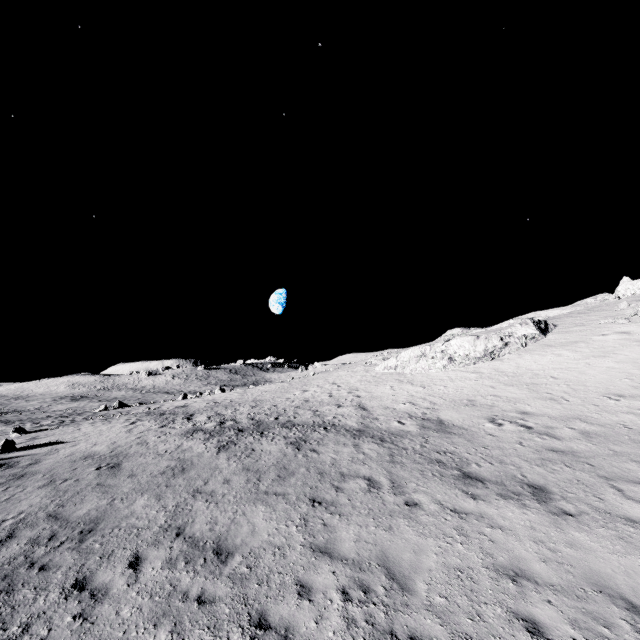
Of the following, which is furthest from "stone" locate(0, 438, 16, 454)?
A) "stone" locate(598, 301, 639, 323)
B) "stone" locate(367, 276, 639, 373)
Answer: "stone" locate(598, 301, 639, 323)

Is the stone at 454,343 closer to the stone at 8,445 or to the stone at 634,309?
the stone at 634,309

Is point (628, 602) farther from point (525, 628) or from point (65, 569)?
point (65, 569)

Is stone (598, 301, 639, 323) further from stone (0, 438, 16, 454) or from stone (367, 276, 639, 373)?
stone (0, 438, 16, 454)

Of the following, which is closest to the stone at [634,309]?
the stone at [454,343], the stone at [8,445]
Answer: the stone at [454,343]

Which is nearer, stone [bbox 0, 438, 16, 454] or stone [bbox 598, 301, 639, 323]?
stone [bbox 0, 438, 16, 454]

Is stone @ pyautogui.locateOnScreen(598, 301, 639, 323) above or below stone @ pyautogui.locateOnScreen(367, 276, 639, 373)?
above
